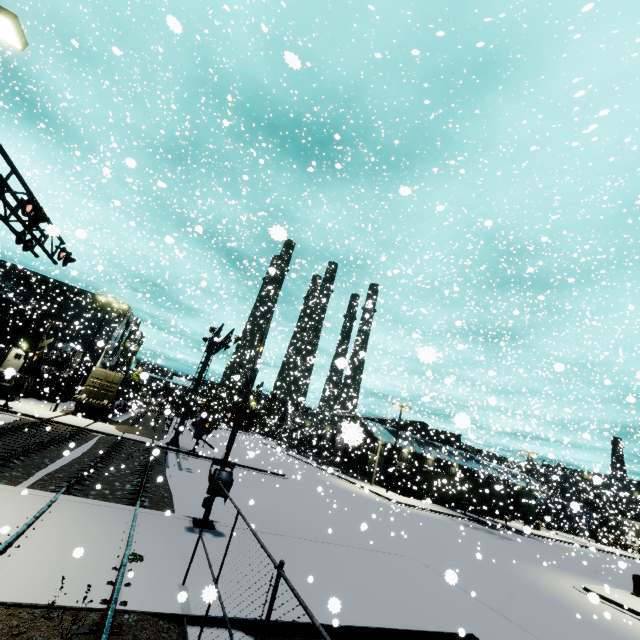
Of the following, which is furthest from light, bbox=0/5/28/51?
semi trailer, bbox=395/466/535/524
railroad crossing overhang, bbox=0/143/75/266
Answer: semi trailer, bbox=395/466/535/524

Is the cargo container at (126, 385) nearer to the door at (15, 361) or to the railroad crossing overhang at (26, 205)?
the door at (15, 361)

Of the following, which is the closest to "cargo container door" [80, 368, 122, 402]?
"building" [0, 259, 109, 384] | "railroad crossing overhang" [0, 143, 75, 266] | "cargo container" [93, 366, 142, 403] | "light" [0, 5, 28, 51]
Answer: "cargo container" [93, 366, 142, 403]

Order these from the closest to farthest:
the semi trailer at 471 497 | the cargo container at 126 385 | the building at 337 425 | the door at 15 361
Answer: the cargo container at 126 385
the semi trailer at 471 497
the door at 15 361
the building at 337 425

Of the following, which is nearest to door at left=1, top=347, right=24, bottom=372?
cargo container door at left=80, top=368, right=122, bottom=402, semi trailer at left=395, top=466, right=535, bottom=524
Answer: cargo container door at left=80, top=368, right=122, bottom=402

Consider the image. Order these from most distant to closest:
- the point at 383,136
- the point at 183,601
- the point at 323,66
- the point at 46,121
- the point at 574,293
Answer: the point at 323,66 → the point at 46,121 → the point at 383,136 → the point at 574,293 → the point at 183,601

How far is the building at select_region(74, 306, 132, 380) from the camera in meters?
40.2

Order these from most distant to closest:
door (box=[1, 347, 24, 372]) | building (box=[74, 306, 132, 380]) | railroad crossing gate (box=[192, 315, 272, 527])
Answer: building (box=[74, 306, 132, 380]), door (box=[1, 347, 24, 372]), railroad crossing gate (box=[192, 315, 272, 527])
